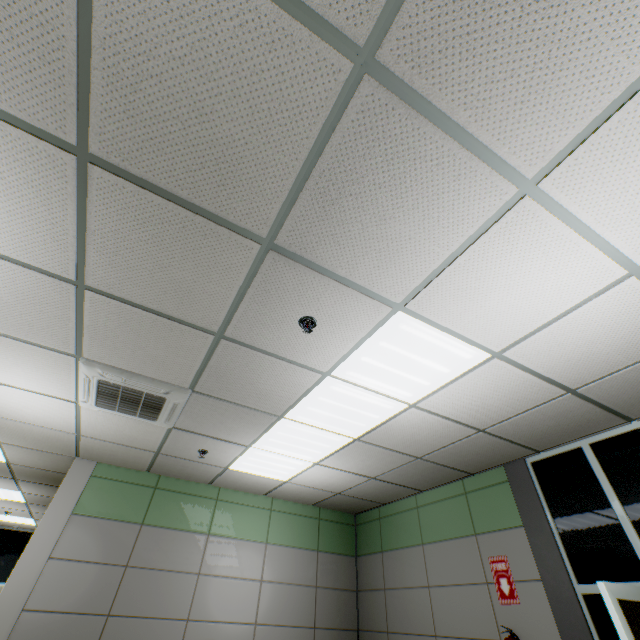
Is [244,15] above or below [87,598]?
above

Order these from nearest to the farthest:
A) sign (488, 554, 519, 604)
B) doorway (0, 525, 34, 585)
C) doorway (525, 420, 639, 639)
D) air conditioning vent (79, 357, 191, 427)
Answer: doorway (525, 420, 639, 639), air conditioning vent (79, 357, 191, 427), sign (488, 554, 519, 604), doorway (0, 525, 34, 585)

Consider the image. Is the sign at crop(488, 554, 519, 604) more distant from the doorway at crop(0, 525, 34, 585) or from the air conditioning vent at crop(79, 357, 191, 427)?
the doorway at crop(0, 525, 34, 585)

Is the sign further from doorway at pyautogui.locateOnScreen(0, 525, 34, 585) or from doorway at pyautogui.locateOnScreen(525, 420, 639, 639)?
doorway at pyautogui.locateOnScreen(0, 525, 34, 585)

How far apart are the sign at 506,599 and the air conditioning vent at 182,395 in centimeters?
413cm

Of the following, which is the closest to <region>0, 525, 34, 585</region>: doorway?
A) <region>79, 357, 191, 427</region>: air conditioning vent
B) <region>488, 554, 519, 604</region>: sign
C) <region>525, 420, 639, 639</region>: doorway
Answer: <region>79, 357, 191, 427</region>: air conditioning vent

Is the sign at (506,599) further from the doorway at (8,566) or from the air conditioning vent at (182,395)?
the doorway at (8,566)

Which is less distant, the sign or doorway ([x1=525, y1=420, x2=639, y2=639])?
doorway ([x1=525, y1=420, x2=639, y2=639])
